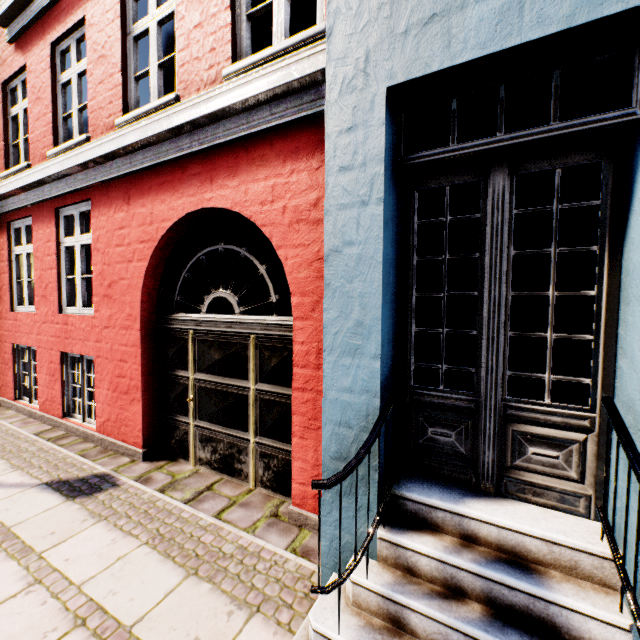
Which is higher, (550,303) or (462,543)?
(550,303)
